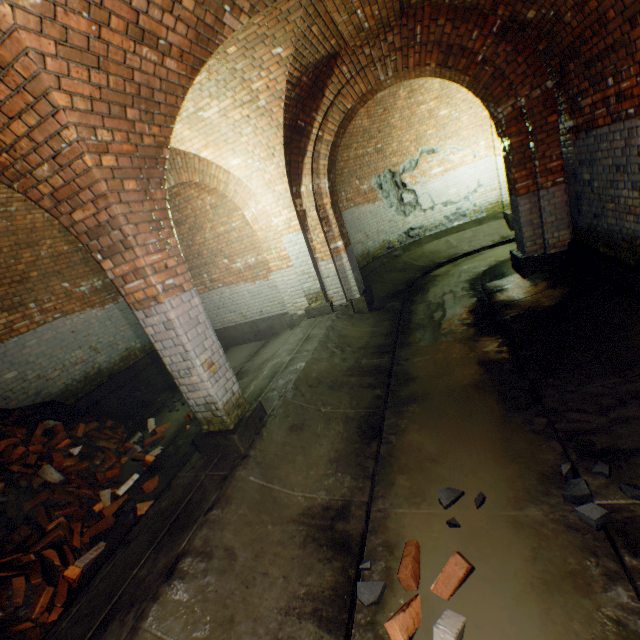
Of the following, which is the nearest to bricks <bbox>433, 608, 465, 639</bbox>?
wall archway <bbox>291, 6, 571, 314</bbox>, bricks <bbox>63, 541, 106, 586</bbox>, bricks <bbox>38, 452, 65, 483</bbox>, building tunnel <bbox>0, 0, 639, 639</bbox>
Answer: building tunnel <bbox>0, 0, 639, 639</bbox>

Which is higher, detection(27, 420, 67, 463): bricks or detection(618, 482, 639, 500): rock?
detection(27, 420, 67, 463): bricks

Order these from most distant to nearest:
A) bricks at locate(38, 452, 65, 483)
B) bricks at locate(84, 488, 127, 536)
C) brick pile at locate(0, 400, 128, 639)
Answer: bricks at locate(38, 452, 65, 483), bricks at locate(84, 488, 127, 536), brick pile at locate(0, 400, 128, 639)

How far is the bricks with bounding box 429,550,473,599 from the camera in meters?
2.1

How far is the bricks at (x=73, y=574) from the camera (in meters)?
2.94

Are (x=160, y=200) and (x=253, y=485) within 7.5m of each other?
yes

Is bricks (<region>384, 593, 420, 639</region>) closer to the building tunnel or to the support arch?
the building tunnel

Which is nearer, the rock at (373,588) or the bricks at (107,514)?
the rock at (373,588)
